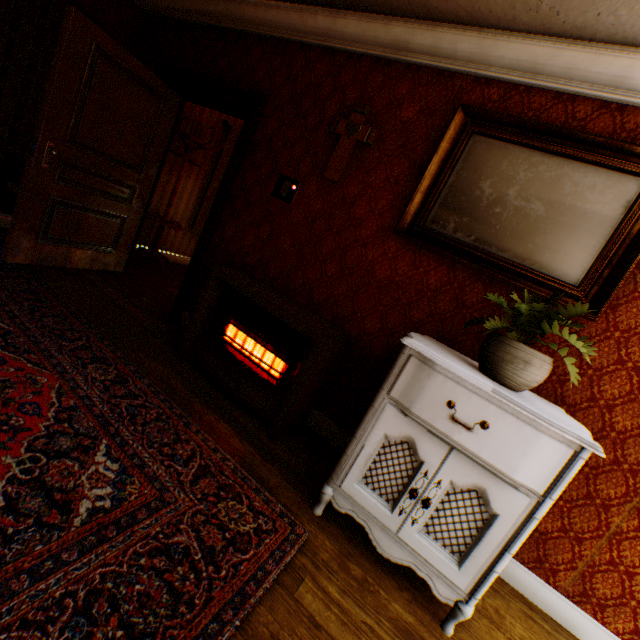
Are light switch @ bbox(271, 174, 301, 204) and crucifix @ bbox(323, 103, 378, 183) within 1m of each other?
yes

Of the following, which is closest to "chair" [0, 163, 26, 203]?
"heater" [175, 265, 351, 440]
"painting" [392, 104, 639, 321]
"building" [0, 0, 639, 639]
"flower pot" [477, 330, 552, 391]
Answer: "building" [0, 0, 639, 639]

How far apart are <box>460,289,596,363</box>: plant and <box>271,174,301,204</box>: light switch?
2.03m

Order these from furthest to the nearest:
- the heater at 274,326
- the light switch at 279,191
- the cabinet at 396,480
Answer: the light switch at 279,191
the heater at 274,326
the cabinet at 396,480

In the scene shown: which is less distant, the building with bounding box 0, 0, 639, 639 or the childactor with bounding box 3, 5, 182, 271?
the building with bounding box 0, 0, 639, 639

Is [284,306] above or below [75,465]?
above

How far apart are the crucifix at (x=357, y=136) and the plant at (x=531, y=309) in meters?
1.7

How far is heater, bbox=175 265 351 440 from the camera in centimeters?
234cm
